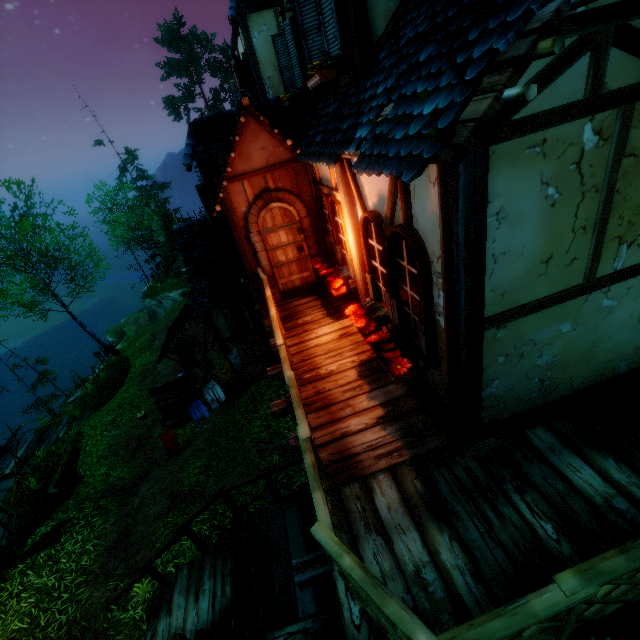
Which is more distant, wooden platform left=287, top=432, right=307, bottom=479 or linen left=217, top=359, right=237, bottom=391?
linen left=217, top=359, right=237, bottom=391

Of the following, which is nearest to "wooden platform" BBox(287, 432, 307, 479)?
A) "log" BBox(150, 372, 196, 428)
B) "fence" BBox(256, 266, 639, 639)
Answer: "fence" BBox(256, 266, 639, 639)

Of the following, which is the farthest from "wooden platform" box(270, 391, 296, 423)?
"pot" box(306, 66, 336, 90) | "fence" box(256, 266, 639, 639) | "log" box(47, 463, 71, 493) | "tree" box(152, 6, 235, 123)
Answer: "tree" box(152, 6, 235, 123)

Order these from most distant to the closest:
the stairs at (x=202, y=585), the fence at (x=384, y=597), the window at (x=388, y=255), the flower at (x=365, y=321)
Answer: the stairs at (x=202, y=585) → the flower at (x=365, y=321) → the window at (x=388, y=255) → the fence at (x=384, y=597)

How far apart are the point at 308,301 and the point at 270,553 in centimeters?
490cm

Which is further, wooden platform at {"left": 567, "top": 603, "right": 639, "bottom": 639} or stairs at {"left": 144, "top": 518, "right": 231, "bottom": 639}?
stairs at {"left": 144, "top": 518, "right": 231, "bottom": 639}

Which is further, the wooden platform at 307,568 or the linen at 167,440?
the linen at 167,440

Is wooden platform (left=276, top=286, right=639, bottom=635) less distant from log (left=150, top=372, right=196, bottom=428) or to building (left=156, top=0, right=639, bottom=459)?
building (left=156, top=0, right=639, bottom=459)
